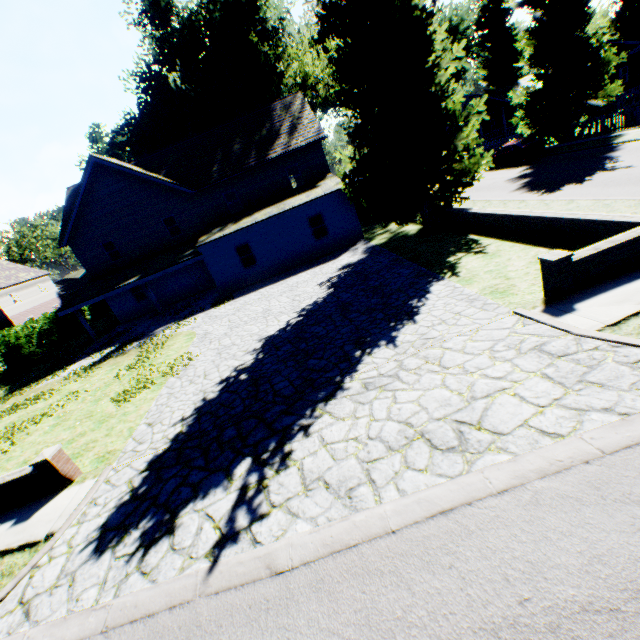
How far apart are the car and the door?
25.6 meters

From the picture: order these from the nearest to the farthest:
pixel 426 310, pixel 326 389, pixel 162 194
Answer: pixel 326 389 < pixel 426 310 < pixel 162 194

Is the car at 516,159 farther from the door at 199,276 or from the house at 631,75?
the door at 199,276

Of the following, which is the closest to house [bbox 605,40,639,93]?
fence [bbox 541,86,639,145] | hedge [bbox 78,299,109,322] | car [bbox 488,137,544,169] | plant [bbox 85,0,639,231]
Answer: plant [bbox 85,0,639,231]

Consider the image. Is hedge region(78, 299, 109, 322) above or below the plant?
below

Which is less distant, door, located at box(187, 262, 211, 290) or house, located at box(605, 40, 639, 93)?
door, located at box(187, 262, 211, 290)

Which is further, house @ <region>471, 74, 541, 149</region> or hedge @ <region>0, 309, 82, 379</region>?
house @ <region>471, 74, 541, 149</region>

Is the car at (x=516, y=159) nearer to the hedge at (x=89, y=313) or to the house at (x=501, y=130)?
the house at (x=501, y=130)
